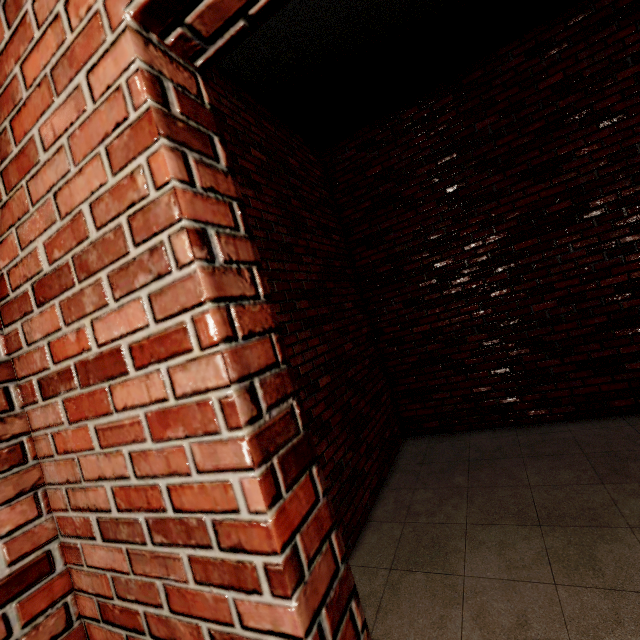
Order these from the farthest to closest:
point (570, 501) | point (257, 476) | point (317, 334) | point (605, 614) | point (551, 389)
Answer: point (551, 389)
point (317, 334)
point (570, 501)
point (605, 614)
point (257, 476)
